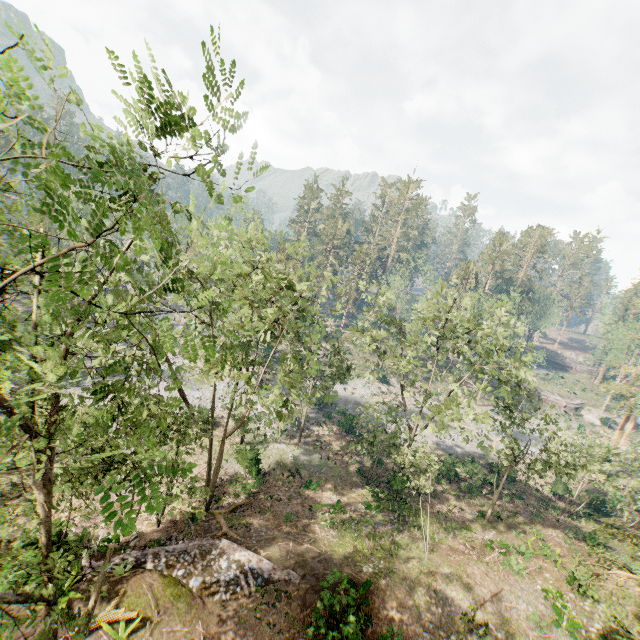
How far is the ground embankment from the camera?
15.4 meters

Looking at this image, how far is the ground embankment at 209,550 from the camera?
15.4 meters

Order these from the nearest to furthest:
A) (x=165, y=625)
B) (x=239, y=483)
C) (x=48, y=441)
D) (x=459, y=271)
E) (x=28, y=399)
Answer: (x=28, y=399)
(x=48, y=441)
(x=165, y=625)
(x=239, y=483)
(x=459, y=271)

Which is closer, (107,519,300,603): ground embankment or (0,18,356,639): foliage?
(0,18,356,639): foliage

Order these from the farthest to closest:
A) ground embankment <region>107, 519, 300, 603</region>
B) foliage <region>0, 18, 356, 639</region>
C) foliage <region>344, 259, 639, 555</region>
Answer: foliage <region>344, 259, 639, 555</region> < ground embankment <region>107, 519, 300, 603</region> < foliage <region>0, 18, 356, 639</region>

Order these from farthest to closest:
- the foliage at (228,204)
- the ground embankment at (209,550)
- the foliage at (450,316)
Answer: the foliage at (450,316)
the ground embankment at (209,550)
the foliage at (228,204)

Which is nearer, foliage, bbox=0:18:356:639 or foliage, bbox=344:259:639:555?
foliage, bbox=0:18:356:639
